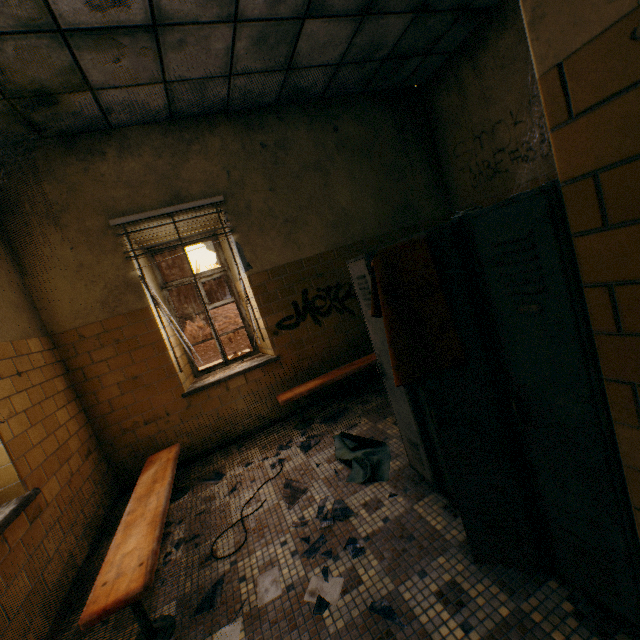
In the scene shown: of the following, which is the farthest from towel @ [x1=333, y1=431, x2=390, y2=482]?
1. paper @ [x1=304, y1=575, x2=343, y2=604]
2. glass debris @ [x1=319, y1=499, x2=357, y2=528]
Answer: paper @ [x1=304, y1=575, x2=343, y2=604]

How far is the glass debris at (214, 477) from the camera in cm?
336

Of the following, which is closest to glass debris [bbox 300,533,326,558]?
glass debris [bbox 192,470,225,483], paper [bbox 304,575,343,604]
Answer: paper [bbox 304,575,343,604]

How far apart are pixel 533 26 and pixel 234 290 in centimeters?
439cm

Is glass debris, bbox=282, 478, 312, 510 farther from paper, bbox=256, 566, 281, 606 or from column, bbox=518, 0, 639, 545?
column, bbox=518, 0, 639, 545

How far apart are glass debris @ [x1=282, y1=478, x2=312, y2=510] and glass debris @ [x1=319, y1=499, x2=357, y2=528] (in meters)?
0.21

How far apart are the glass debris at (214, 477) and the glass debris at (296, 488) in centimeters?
85cm

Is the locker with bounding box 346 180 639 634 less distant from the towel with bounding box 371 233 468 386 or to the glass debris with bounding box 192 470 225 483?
the towel with bounding box 371 233 468 386
